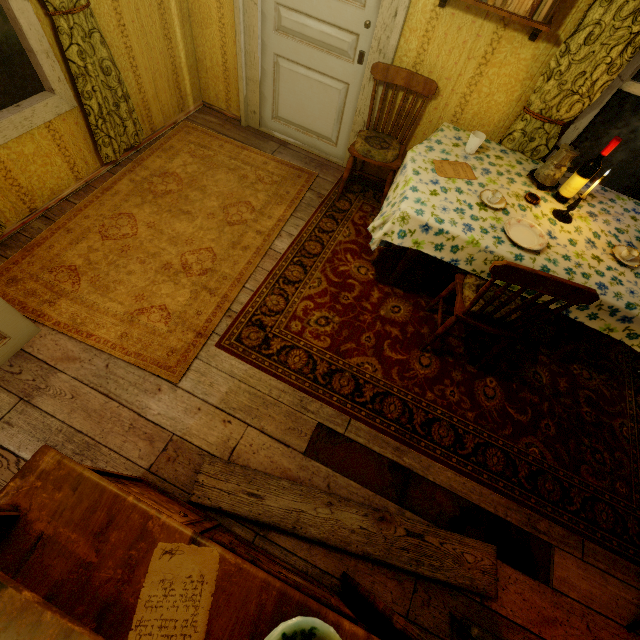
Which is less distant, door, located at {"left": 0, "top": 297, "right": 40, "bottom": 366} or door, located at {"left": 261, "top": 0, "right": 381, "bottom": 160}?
door, located at {"left": 0, "top": 297, "right": 40, "bottom": 366}

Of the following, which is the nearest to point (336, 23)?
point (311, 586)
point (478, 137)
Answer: point (478, 137)

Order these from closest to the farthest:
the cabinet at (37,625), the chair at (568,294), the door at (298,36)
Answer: the cabinet at (37,625) → the chair at (568,294) → the door at (298,36)

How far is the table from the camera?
2.4 meters

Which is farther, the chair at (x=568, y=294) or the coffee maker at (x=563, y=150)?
the coffee maker at (x=563, y=150)

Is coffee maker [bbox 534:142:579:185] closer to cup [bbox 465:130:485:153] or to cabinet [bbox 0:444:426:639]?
cup [bbox 465:130:485:153]

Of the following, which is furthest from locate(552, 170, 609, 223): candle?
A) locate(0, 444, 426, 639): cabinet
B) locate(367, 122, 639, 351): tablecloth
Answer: locate(0, 444, 426, 639): cabinet

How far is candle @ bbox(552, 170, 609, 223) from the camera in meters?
2.1
